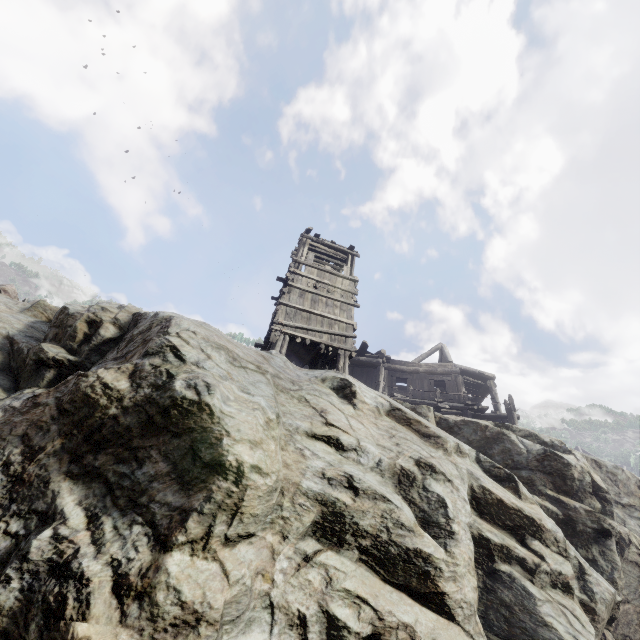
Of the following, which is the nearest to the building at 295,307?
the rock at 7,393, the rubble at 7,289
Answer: the rock at 7,393

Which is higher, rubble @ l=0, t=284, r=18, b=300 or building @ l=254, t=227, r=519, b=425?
building @ l=254, t=227, r=519, b=425

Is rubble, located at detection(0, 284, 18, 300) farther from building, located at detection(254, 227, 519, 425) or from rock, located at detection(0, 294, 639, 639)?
building, located at detection(254, 227, 519, 425)

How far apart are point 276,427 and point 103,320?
3.4 meters

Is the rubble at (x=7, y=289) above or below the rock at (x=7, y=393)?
above

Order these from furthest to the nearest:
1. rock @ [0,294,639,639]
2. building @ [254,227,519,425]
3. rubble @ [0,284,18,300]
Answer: building @ [254,227,519,425] → rubble @ [0,284,18,300] → rock @ [0,294,639,639]

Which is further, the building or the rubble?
the building

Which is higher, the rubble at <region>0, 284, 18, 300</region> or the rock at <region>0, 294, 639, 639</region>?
the rubble at <region>0, 284, 18, 300</region>
